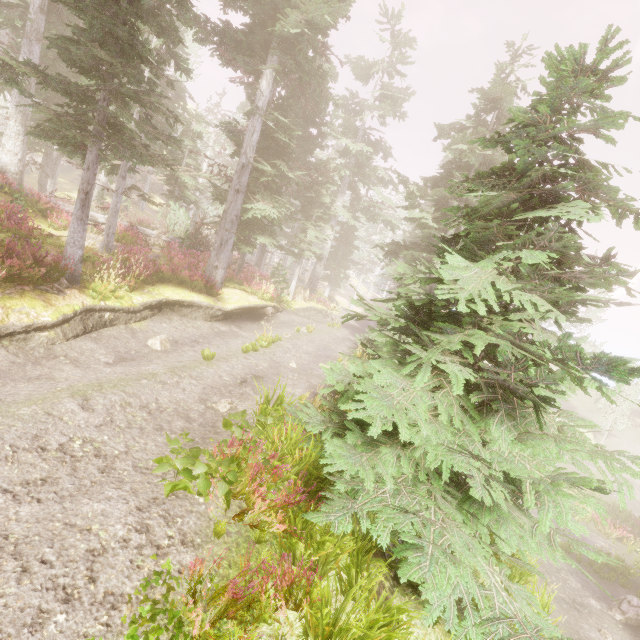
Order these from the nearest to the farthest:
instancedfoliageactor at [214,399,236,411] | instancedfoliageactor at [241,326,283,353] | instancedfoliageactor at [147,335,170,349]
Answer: instancedfoliageactor at [214,399,236,411] < instancedfoliageactor at [147,335,170,349] < instancedfoliageactor at [241,326,283,353]

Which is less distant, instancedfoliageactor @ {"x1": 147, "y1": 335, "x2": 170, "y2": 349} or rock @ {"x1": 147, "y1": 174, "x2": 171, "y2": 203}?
instancedfoliageactor @ {"x1": 147, "y1": 335, "x2": 170, "y2": 349}

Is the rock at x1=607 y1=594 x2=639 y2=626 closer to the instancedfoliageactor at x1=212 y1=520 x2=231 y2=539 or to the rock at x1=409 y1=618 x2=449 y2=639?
the instancedfoliageactor at x1=212 y1=520 x2=231 y2=539

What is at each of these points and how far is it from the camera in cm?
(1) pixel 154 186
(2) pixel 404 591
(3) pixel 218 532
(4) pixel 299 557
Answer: (1) rock, 5062
(2) rock, 577
(3) instancedfoliageactor, 418
(4) instancedfoliageactor, 449

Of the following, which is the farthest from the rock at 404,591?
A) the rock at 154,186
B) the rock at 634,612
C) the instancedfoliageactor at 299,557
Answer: the rock at 154,186

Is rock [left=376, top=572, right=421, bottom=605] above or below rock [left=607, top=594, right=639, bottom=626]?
above

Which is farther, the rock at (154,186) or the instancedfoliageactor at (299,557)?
the rock at (154,186)
